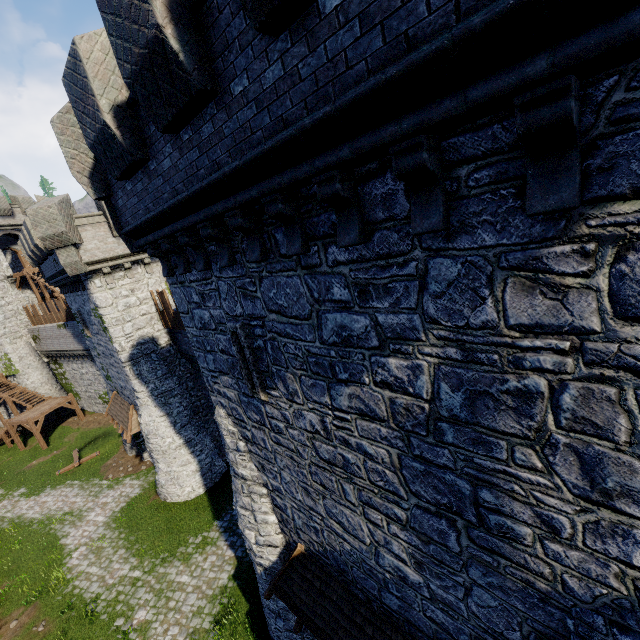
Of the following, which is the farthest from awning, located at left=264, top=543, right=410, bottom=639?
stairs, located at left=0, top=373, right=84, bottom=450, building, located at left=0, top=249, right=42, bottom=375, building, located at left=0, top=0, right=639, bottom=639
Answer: building, located at left=0, top=249, right=42, bottom=375

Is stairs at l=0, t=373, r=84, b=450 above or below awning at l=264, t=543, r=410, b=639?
below

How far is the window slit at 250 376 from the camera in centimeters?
668cm

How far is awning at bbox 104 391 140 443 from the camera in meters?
19.1 m

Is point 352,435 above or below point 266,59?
below

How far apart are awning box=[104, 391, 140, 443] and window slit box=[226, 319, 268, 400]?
15.5m

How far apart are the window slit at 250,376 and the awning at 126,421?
15.46m

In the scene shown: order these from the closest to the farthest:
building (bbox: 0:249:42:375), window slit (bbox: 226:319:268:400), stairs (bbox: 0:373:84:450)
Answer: window slit (bbox: 226:319:268:400) → stairs (bbox: 0:373:84:450) → building (bbox: 0:249:42:375)
